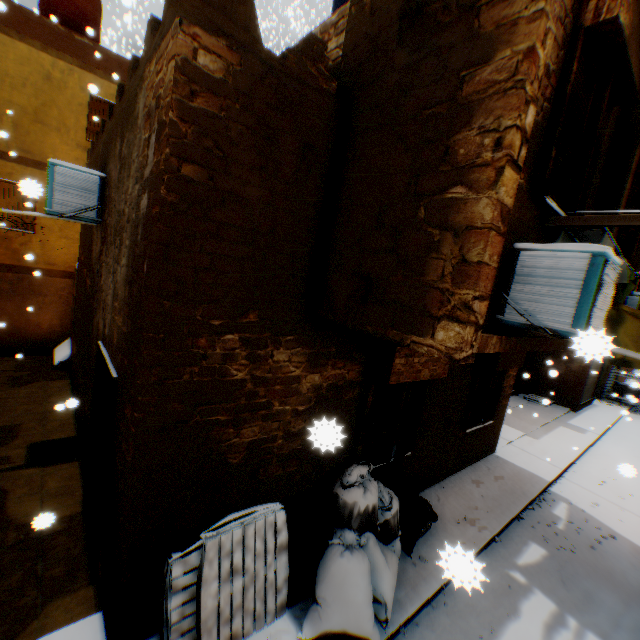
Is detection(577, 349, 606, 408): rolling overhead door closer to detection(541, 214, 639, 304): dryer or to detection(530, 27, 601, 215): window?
detection(541, 214, 639, 304): dryer

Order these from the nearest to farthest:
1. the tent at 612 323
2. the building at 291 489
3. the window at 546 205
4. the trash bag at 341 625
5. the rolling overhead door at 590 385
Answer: the rolling overhead door at 590 385 < the building at 291 489 < the window at 546 205 < the trash bag at 341 625 < the tent at 612 323

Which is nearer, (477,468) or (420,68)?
(420,68)

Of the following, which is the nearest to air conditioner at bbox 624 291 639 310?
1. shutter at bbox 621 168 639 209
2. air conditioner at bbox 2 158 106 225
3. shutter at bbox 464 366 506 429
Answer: shutter at bbox 621 168 639 209

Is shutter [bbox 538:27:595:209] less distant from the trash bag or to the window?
the window

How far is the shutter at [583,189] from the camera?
3.57m

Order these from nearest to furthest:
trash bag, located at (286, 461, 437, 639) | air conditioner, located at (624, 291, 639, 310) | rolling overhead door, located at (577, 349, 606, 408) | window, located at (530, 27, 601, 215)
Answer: rolling overhead door, located at (577, 349, 606, 408)
window, located at (530, 27, 601, 215)
trash bag, located at (286, 461, 437, 639)
air conditioner, located at (624, 291, 639, 310)

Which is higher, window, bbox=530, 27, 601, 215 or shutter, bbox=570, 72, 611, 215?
shutter, bbox=570, 72, 611, 215
